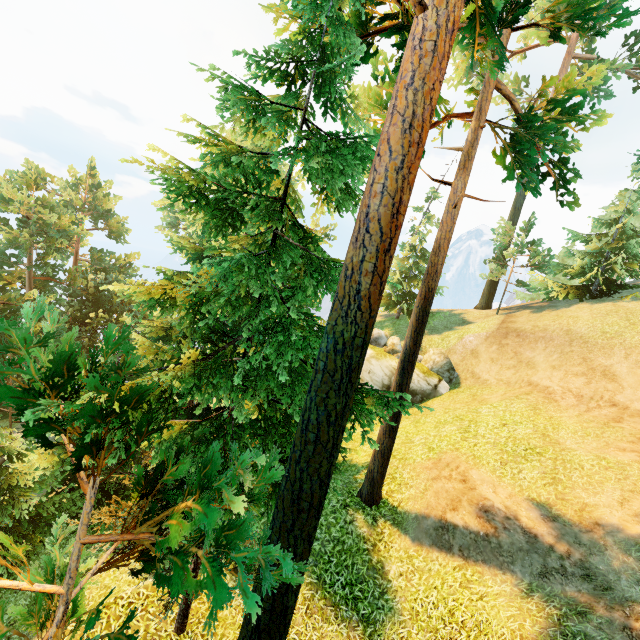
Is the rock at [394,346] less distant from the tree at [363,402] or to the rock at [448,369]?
the rock at [448,369]

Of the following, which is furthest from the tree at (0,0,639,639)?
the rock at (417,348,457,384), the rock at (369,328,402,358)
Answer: the rock at (417,348,457,384)

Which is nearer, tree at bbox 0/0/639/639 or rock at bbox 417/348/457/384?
tree at bbox 0/0/639/639

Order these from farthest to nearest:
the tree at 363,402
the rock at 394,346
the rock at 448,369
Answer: the rock at 394,346, the rock at 448,369, the tree at 363,402

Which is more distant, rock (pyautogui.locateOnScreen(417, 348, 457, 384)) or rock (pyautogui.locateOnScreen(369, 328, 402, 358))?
rock (pyautogui.locateOnScreen(369, 328, 402, 358))

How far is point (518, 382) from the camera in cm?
1736

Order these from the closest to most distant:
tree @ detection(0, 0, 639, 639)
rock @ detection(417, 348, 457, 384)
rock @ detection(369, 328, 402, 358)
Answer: tree @ detection(0, 0, 639, 639), rock @ detection(417, 348, 457, 384), rock @ detection(369, 328, 402, 358)
